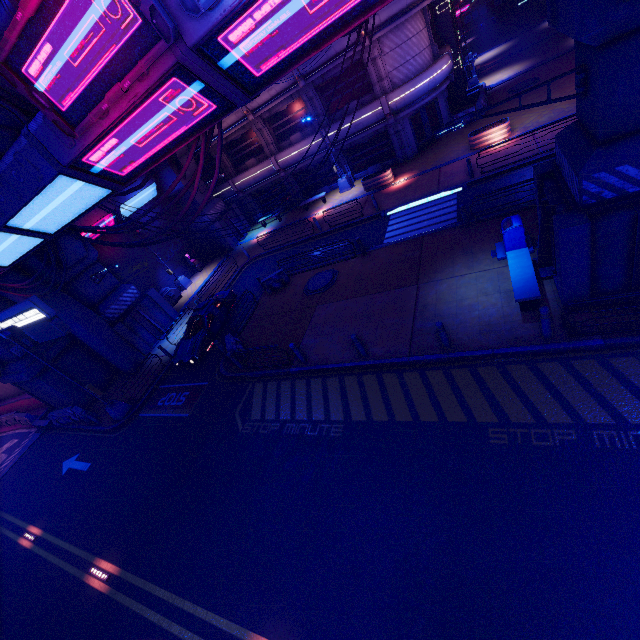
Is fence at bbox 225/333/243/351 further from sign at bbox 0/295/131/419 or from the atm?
the atm

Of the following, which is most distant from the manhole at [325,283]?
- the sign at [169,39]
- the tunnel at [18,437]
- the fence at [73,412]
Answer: the tunnel at [18,437]

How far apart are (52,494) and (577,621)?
20.2m

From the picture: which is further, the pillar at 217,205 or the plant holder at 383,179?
the pillar at 217,205

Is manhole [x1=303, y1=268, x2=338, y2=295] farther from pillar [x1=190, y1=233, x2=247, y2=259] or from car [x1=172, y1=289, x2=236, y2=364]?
pillar [x1=190, y1=233, x2=247, y2=259]

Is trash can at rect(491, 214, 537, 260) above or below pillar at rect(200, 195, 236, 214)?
below

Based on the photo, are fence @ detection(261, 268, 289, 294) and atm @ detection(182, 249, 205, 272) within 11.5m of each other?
no

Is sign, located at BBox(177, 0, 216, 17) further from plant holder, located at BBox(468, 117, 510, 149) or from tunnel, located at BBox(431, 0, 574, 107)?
tunnel, located at BBox(431, 0, 574, 107)
